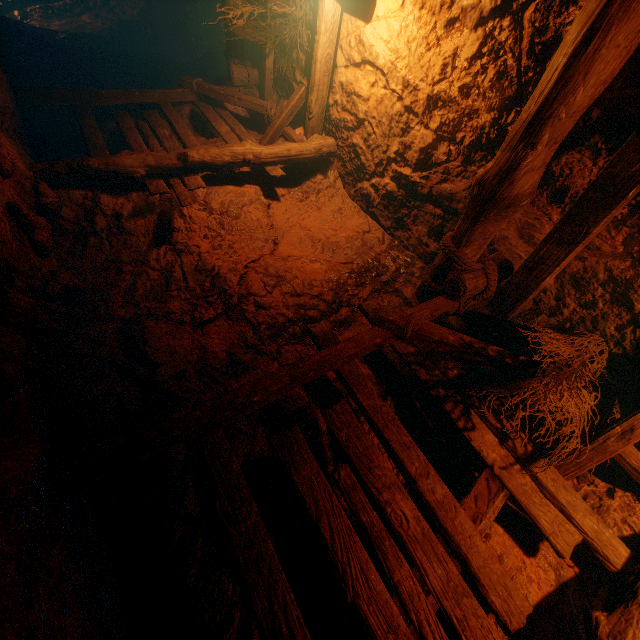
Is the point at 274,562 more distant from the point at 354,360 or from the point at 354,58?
the point at 354,58

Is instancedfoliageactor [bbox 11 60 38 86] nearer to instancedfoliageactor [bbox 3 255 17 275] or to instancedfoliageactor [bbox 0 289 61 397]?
instancedfoliageactor [bbox 3 255 17 275]

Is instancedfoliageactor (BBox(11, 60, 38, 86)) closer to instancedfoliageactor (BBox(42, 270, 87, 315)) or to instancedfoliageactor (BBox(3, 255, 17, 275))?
instancedfoliageactor (BBox(42, 270, 87, 315))

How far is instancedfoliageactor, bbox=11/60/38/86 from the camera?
5.8m

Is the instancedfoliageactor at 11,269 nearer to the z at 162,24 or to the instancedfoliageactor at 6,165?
the instancedfoliageactor at 6,165

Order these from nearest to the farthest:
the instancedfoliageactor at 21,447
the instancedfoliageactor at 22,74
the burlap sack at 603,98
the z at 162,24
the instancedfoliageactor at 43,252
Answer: the instancedfoliageactor at 21,447 < the burlap sack at 603,98 < the instancedfoliageactor at 43,252 < the instancedfoliageactor at 22,74 < the z at 162,24

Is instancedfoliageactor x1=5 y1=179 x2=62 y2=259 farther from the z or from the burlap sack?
the z

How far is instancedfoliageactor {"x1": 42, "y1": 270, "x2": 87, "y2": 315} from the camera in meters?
2.9
